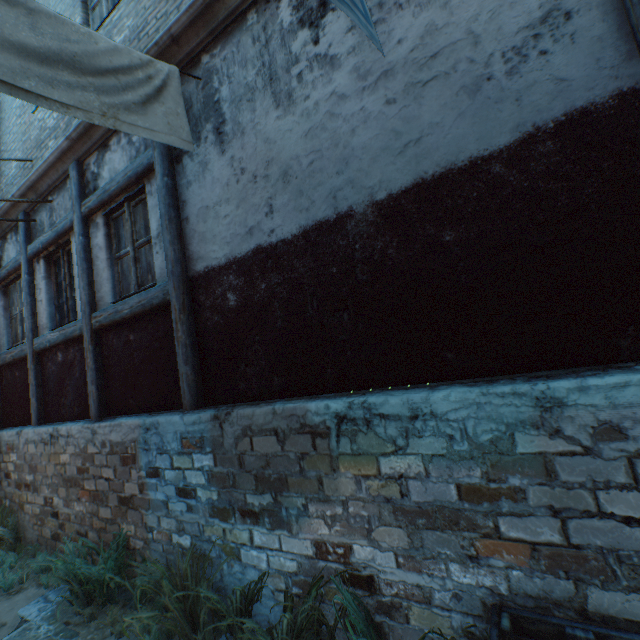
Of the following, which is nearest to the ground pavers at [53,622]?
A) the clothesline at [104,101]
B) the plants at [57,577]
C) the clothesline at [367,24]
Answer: the plants at [57,577]

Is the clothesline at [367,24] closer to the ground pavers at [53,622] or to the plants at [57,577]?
the plants at [57,577]

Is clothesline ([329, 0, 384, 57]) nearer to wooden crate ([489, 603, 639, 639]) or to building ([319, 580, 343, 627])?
building ([319, 580, 343, 627])

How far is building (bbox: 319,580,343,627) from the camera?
2.4 meters

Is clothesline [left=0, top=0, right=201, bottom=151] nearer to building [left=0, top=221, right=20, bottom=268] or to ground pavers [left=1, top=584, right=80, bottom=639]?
building [left=0, top=221, right=20, bottom=268]

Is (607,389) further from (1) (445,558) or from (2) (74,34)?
(2) (74,34)
